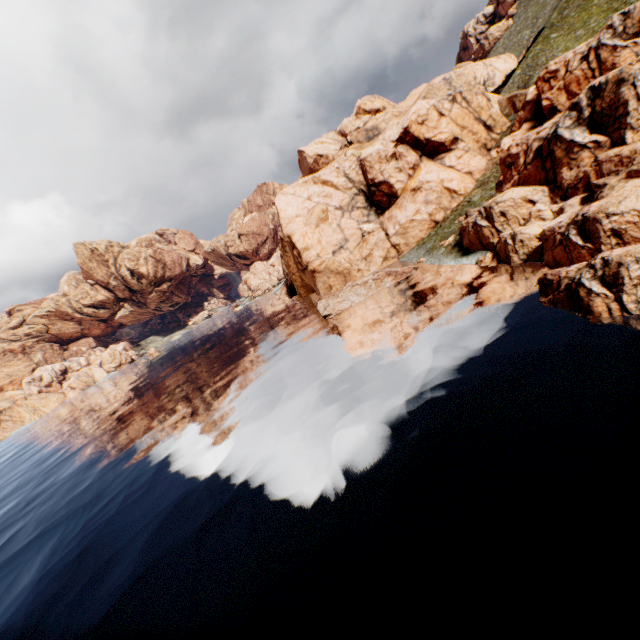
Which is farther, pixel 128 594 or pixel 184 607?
pixel 128 594
